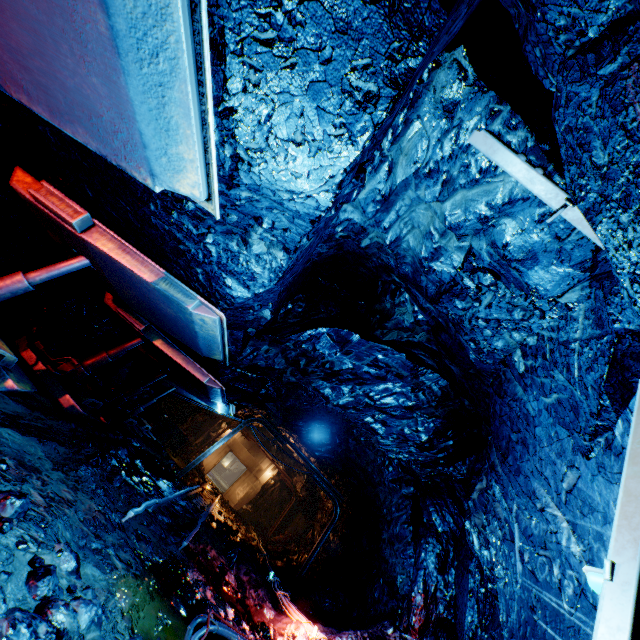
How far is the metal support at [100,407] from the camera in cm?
551

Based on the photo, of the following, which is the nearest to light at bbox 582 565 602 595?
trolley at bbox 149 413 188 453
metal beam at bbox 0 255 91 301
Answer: metal beam at bbox 0 255 91 301

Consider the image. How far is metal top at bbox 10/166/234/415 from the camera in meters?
3.6 m

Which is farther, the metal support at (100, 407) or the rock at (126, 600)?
the metal support at (100, 407)

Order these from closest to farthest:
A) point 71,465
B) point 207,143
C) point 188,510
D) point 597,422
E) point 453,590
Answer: point 207,143 → point 597,422 → point 71,465 → point 453,590 → point 188,510

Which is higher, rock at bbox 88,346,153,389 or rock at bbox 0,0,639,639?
rock at bbox 0,0,639,639

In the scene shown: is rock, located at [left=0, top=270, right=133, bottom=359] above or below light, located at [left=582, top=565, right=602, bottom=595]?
below

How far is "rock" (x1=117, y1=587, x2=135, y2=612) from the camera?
2.8 meters
